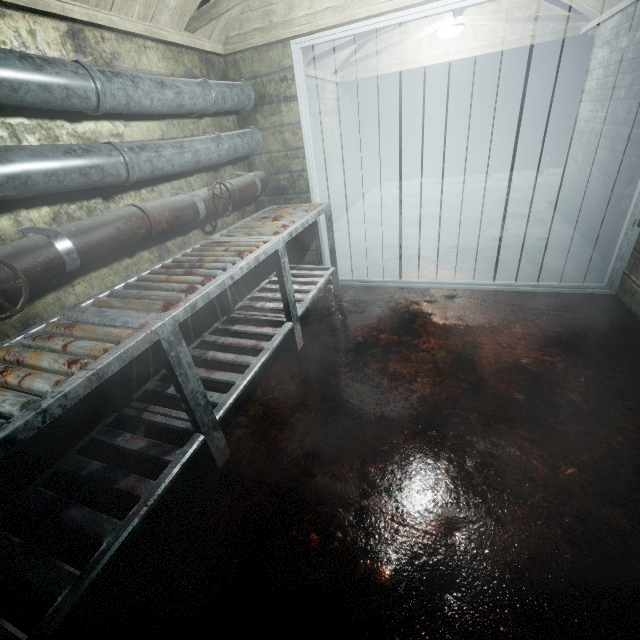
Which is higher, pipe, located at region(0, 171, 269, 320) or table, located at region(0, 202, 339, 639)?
pipe, located at region(0, 171, 269, 320)

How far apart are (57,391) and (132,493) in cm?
59

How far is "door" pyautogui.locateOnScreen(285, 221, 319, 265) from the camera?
3.1m

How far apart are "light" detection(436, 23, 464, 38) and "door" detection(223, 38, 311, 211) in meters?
2.7

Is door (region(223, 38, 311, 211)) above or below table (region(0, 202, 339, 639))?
above

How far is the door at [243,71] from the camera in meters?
2.5 m
